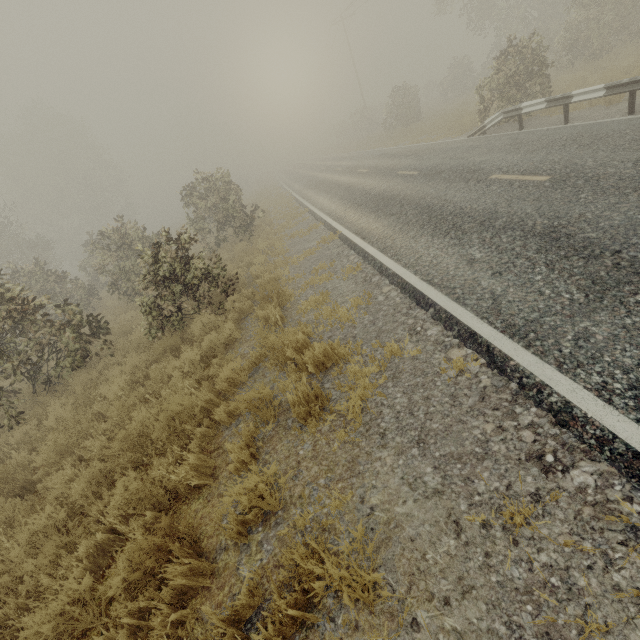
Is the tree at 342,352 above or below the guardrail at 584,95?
below

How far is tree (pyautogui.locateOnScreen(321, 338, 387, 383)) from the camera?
4.3 meters

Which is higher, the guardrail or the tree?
the guardrail

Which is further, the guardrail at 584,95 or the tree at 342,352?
the guardrail at 584,95

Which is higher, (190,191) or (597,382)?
(190,191)

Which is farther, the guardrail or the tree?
the guardrail
